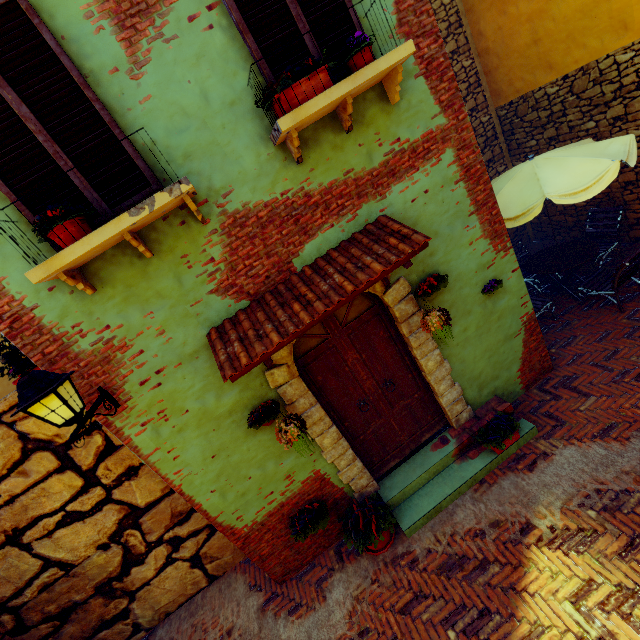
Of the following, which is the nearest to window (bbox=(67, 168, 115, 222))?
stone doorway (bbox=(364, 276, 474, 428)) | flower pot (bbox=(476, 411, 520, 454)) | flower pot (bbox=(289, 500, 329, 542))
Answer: stone doorway (bbox=(364, 276, 474, 428))

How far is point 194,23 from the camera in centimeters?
289cm

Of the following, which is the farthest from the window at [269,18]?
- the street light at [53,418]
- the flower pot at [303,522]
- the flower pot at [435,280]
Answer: the flower pot at [303,522]

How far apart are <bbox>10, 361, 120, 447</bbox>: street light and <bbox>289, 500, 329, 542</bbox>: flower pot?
2.7m

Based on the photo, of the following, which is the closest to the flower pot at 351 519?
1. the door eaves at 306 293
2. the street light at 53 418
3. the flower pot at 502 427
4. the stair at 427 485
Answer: the stair at 427 485

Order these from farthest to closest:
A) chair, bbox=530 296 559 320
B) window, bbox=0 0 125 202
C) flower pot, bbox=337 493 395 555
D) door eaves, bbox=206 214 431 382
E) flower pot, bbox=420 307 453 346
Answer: chair, bbox=530 296 559 320
flower pot, bbox=337 493 395 555
flower pot, bbox=420 307 453 346
door eaves, bbox=206 214 431 382
window, bbox=0 0 125 202

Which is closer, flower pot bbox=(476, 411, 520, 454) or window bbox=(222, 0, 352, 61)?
window bbox=(222, 0, 352, 61)

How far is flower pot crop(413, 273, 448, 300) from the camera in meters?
4.0
